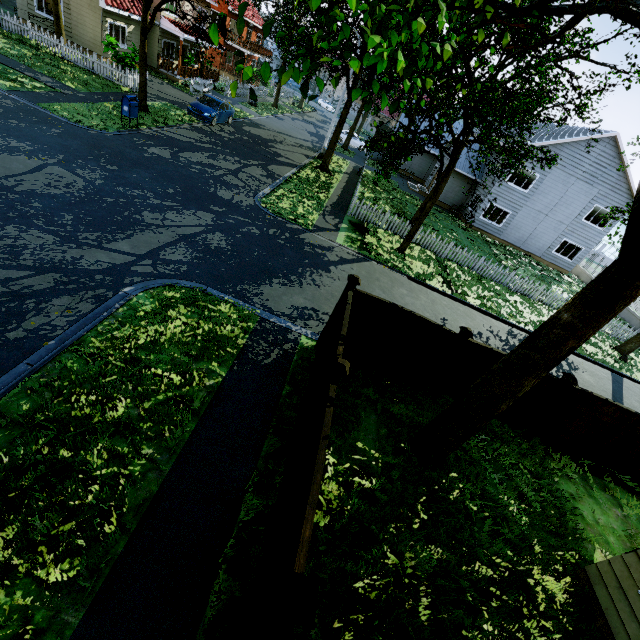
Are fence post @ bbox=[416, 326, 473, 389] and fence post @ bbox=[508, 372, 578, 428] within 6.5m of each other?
yes

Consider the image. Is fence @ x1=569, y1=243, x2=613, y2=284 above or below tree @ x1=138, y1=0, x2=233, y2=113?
below

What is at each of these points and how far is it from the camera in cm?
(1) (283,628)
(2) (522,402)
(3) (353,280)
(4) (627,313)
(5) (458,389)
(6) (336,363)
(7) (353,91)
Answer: (1) fence, 252
(2) fence, 827
(3) fence post, 714
(4) fence, 2302
(5) fence, 834
(6) fence post, 478
(7) tree, 356

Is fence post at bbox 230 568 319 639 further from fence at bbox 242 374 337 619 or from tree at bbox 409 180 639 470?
tree at bbox 409 180 639 470

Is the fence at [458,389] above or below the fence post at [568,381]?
below

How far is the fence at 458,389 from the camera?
7.6 meters

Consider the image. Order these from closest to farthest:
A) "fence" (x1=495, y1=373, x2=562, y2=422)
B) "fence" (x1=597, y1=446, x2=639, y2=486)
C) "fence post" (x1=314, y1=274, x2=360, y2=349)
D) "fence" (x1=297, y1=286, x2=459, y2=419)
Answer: "fence" (x1=297, y1=286, x2=459, y2=419) < "fence post" (x1=314, y1=274, x2=360, y2=349) < "fence" (x1=495, y1=373, x2=562, y2=422) < "fence" (x1=597, y1=446, x2=639, y2=486)

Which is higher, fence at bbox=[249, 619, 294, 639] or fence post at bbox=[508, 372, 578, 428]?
fence post at bbox=[508, 372, 578, 428]
